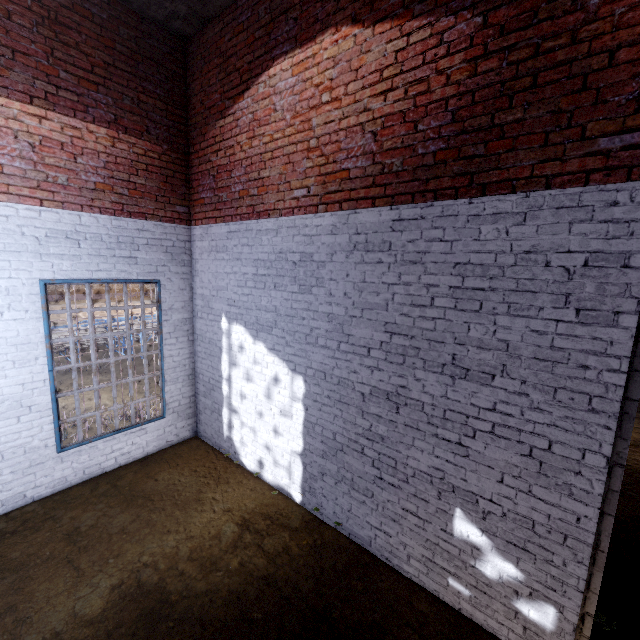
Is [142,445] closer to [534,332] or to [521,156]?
[534,332]
